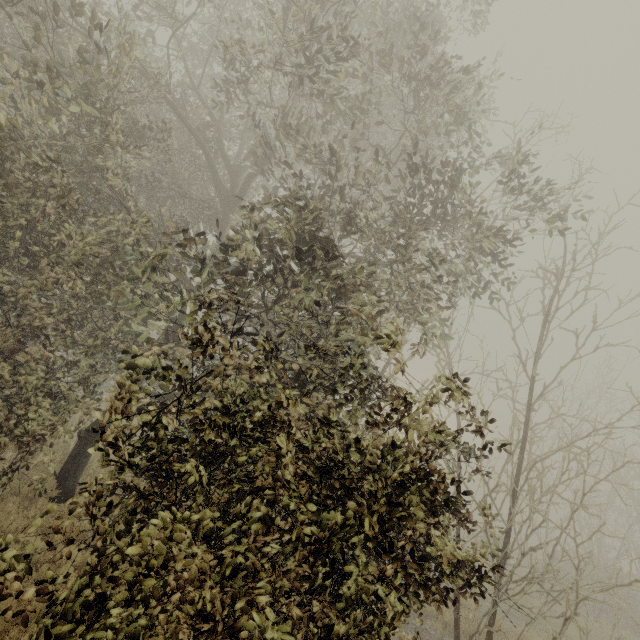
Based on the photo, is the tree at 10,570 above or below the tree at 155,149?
below

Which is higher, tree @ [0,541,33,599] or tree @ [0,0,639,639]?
tree @ [0,0,639,639]

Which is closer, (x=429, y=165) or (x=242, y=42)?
(x=242, y=42)
